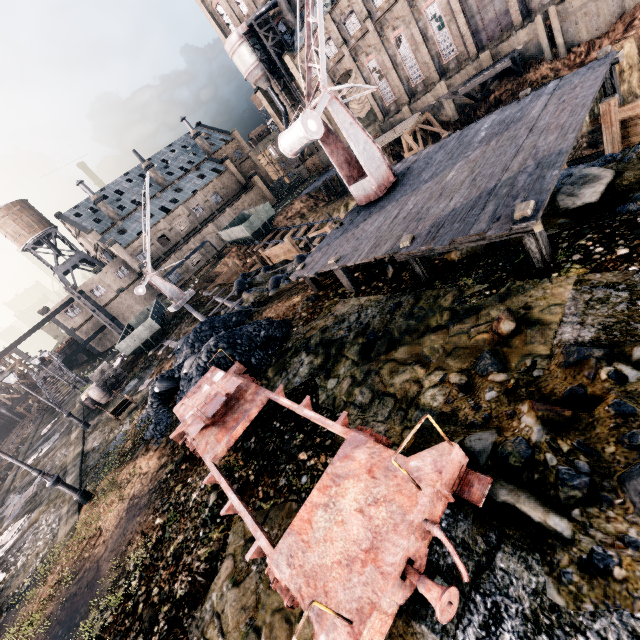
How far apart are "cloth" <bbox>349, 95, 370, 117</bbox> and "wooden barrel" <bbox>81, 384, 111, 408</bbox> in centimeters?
4794cm

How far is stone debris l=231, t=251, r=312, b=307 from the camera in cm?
2003

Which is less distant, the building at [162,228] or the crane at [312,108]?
the crane at [312,108]

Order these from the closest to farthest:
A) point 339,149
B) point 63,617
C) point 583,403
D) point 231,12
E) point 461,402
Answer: point 583,403 → point 461,402 → point 63,617 → point 339,149 → point 231,12

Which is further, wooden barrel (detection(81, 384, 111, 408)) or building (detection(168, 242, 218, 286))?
building (detection(168, 242, 218, 286))

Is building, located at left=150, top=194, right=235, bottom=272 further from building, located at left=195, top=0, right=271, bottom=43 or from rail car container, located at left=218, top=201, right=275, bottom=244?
rail car container, located at left=218, top=201, right=275, bottom=244

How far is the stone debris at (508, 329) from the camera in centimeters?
600cm

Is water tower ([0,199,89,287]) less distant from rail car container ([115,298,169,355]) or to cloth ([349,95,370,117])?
rail car container ([115,298,169,355])
